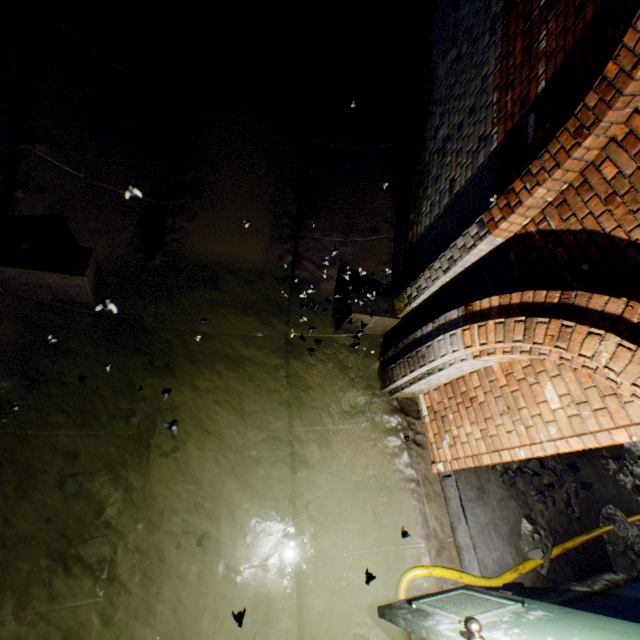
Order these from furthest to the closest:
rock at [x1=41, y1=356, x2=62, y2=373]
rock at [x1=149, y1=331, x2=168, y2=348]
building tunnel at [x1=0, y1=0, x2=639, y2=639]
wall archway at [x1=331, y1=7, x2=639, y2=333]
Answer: rock at [x1=149, y1=331, x2=168, y2=348] → rock at [x1=41, y1=356, x2=62, y2=373] → building tunnel at [x1=0, y1=0, x2=639, y2=639] → wall archway at [x1=331, y1=7, x2=639, y2=333]

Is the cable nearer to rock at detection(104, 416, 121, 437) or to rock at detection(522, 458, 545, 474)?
rock at detection(522, 458, 545, 474)

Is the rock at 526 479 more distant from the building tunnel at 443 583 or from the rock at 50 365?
the rock at 50 365

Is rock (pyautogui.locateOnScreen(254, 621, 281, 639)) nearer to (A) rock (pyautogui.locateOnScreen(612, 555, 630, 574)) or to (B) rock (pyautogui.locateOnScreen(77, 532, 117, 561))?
(B) rock (pyautogui.locateOnScreen(77, 532, 117, 561))

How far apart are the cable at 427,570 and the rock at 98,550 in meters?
2.6 m

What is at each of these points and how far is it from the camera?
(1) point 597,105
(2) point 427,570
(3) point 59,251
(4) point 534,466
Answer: (1) wall archway, 2.1m
(2) cable, 3.2m
(3) wall archway, 2.9m
(4) rock, 4.3m

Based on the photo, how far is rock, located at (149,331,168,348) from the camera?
3.69m

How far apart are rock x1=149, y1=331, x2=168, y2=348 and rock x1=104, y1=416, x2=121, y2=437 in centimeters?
80cm
